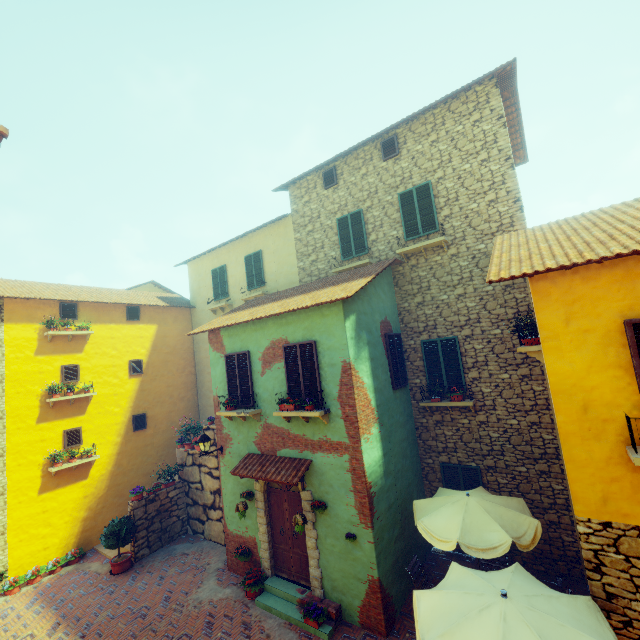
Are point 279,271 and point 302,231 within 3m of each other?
yes

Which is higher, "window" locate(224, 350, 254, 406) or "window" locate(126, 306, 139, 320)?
"window" locate(126, 306, 139, 320)

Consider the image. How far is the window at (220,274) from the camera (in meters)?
15.86

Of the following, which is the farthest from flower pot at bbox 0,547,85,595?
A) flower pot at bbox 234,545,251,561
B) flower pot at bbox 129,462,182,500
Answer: flower pot at bbox 234,545,251,561

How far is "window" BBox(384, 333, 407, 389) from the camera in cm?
945

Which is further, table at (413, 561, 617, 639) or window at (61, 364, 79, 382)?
window at (61, 364, 79, 382)

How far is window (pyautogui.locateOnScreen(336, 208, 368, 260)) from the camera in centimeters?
1149cm

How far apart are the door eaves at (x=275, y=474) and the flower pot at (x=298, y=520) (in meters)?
0.54
